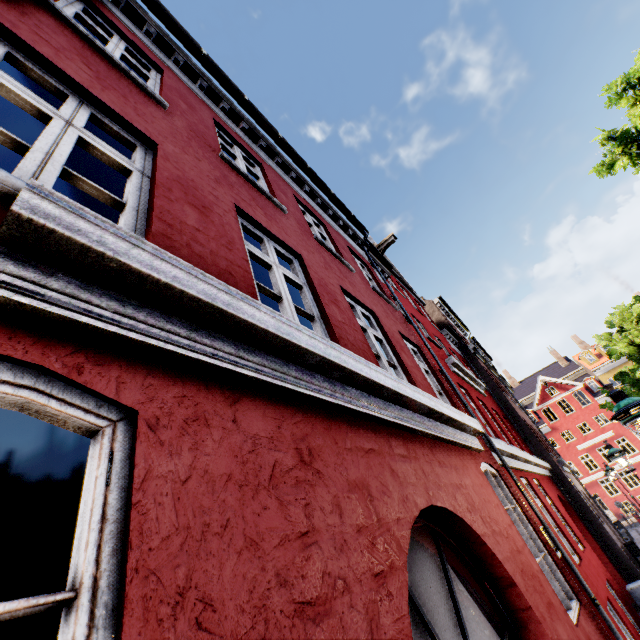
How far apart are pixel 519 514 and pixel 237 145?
7.8 meters

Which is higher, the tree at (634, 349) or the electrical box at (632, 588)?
the tree at (634, 349)

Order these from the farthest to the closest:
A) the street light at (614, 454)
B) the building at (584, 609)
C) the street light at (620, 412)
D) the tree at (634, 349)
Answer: the tree at (634, 349) → the street light at (614, 454) → the street light at (620, 412) → the building at (584, 609)

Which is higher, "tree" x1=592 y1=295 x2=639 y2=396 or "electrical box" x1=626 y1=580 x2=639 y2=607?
"tree" x1=592 y1=295 x2=639 y2=396

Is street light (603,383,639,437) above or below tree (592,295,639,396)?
below

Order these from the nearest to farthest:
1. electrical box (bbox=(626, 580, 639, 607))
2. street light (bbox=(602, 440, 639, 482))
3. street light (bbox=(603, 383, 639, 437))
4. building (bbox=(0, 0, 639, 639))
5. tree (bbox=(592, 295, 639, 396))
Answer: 1. building (bbox=(0, 0, 639, 639))
2. street light (bbox=(603, 383, 639, 437))
3. electrical box (bbox=(626, 580, 639, 607))
4. street light (bbox=(602, 440, 639, 482))
5. tree (bbox=(592, 295, 639, 396))

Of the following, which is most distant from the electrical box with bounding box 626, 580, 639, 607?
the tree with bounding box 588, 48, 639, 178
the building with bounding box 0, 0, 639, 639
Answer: the tree with bounding box 588, 48, 639, 178

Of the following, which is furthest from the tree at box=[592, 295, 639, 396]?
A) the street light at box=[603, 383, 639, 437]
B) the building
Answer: the building
